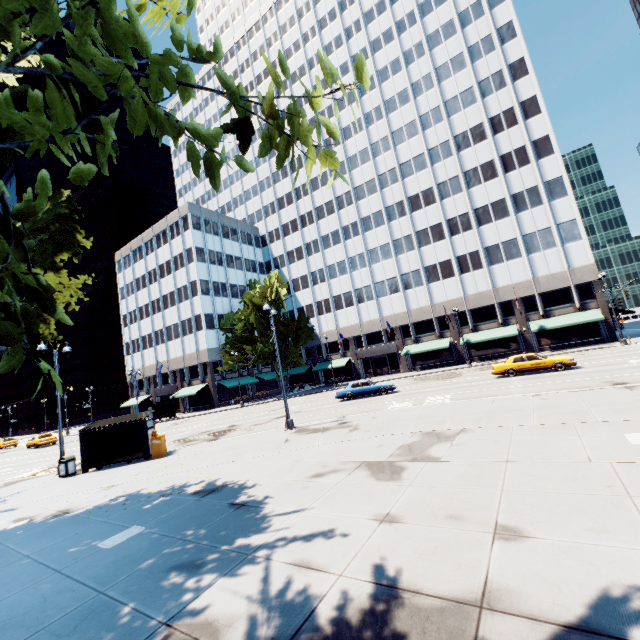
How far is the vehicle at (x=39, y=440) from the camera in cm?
3753

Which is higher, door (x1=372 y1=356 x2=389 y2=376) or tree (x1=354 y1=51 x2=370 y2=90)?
tree (x1=354 y1=51 x2=370 y2=90)

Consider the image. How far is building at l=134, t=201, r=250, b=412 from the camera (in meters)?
49.50

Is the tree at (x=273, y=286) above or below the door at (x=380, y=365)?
above

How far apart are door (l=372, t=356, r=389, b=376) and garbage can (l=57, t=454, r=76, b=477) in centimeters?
4041cm

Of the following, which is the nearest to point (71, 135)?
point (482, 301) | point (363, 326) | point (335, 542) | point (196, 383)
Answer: point (335, 542)

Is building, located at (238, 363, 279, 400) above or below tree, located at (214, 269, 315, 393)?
below

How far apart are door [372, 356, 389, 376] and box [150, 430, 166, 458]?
37.3m
